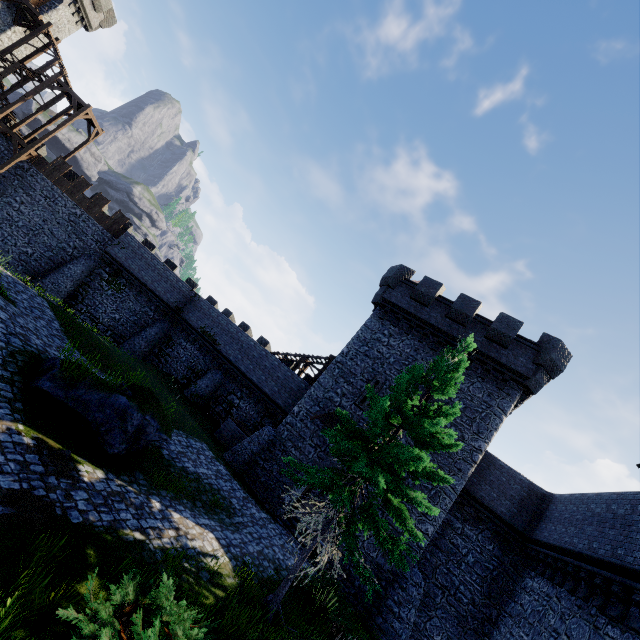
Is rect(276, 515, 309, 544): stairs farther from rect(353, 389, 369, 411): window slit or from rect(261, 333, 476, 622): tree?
rect(353, 389, 369, 411): window slit

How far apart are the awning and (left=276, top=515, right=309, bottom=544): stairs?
4.41m

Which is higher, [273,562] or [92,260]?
[92,260]

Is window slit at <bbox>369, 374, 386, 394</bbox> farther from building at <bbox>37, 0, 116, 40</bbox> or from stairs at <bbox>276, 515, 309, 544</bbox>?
building at <bbox>37, 0, 116, 40</bbox>

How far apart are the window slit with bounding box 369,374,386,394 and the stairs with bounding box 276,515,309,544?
6.64m

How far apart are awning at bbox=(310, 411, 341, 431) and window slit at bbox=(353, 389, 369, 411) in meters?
0.6 m

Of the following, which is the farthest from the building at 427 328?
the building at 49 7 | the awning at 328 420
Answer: the building at 49 7

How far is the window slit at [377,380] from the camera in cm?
1938
